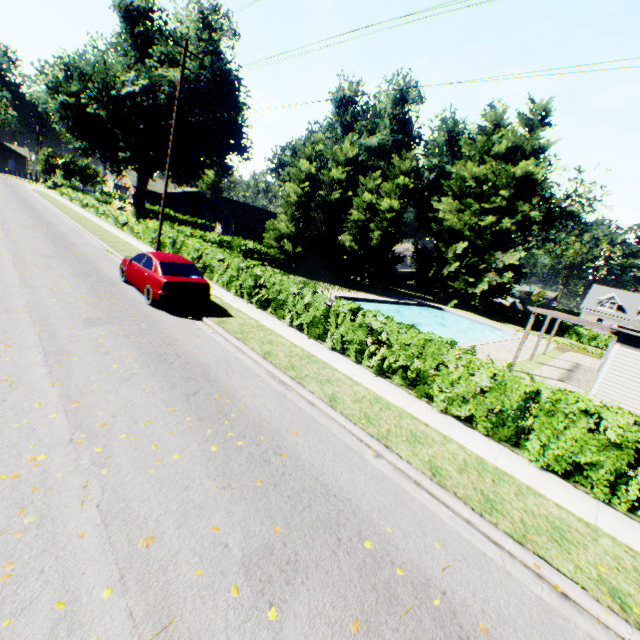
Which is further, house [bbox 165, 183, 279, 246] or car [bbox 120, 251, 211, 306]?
house [bbox 165, 183, 279, 246]

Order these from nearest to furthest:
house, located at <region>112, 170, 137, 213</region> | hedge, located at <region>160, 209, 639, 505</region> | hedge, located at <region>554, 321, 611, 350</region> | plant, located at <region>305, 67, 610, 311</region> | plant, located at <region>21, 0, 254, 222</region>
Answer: hedge, located at <region>160, 209, 639, 505</region>
plant, located at <region>21, 0, 254, 222</region>
plant, located at <region>305, 67, 610, 311</region>
hedge, located at <region>554, 321, 611, 350</region>
house, located at <region>112, 170, 137, 213</region>

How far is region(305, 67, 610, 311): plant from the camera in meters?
36.0

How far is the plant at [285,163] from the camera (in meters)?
48.78

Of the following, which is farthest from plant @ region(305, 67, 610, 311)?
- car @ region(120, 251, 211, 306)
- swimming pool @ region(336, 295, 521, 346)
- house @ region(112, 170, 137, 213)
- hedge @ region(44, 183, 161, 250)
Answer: car @ region(120, 251, 211, 306)

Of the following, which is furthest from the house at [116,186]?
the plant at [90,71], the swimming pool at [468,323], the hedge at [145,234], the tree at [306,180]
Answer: the swimming pool at [468,323]

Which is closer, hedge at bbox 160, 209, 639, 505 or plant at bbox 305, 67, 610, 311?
hedge at bbox 160, 209, 639, 505

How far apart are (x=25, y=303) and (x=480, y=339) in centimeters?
3266cm
